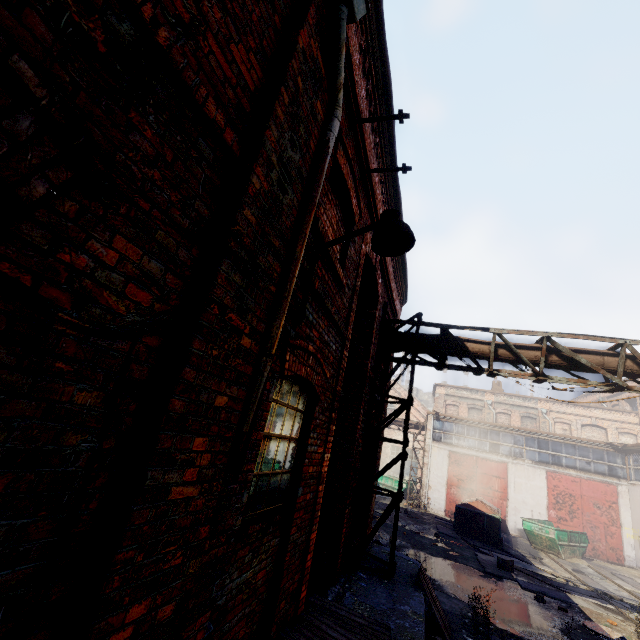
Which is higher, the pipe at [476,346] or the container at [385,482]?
the pipe at [476,346]

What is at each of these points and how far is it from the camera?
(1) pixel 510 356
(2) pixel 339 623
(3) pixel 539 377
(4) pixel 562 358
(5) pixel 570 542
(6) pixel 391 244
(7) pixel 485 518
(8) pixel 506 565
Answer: (1) pipe, 7.4 meters
(2) pallet, 4.2 meters
(3) scaffolding, 7.1 meters
(4) pipe, 7.1 meters
(5) container, 17.0 meters
(6) light, 3.3 meters
(7) trash container, 17.0 meters
(8) carton, 12.1 meters

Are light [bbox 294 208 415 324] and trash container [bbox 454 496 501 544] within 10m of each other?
no

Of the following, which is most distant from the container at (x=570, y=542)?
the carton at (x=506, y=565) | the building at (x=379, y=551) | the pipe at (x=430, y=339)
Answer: the pipe at (x=430, y=339)

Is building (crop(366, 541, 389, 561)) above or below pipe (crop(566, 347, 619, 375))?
below

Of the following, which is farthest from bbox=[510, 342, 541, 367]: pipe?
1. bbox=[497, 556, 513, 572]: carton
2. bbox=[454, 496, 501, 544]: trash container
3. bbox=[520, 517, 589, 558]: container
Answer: bbox=[520, 517, 589, 558]: container

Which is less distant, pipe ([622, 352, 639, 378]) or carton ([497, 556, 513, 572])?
pipe ([622, 352, 639, 378])

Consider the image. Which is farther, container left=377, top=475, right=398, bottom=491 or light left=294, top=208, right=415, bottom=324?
container left=377, top=475, right=398, bottom=491
